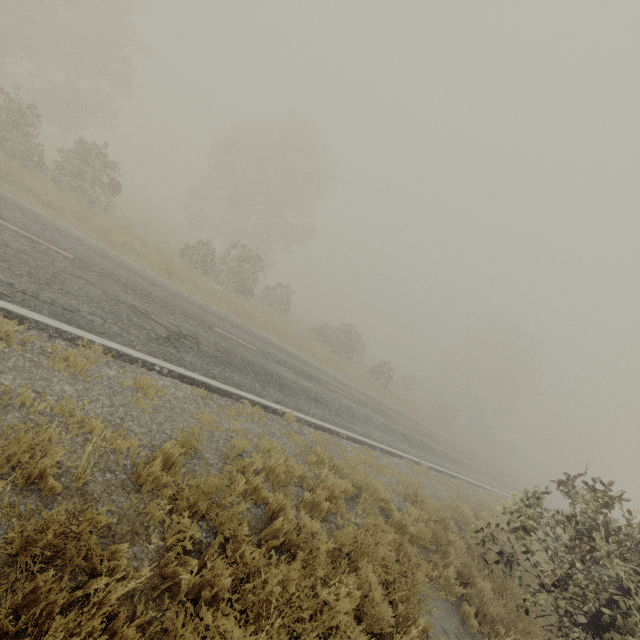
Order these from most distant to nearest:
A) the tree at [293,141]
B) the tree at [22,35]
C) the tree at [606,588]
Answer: the tree at [293,141] < the tree at [22,35] < the tree at [606,588]

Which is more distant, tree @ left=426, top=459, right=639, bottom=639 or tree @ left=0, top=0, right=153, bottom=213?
tree @ left=0, top=0, right=153, bottom=213

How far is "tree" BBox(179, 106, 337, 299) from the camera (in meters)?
22.20

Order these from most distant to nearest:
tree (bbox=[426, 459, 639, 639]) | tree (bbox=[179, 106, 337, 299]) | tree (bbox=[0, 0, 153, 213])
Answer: tree (bbox=[179, 106, 337, 299]) < tree (bbox=[0, 0, 153, 213]) < tree (bbox=[426, 459, 639, 639])

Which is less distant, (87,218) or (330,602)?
(330,602)

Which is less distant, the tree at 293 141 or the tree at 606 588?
the tree at 606 588
